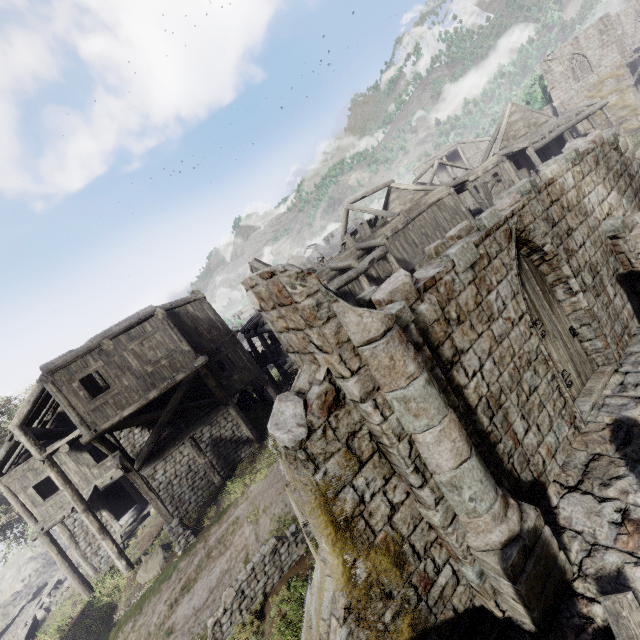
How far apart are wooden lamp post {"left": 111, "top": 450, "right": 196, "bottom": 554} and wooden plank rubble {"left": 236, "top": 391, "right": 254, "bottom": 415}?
11.91m

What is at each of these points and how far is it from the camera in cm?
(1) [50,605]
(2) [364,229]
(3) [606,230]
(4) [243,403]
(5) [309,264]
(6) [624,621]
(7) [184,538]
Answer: (1) rubble, 1866
(2) broken furniture, 2044
(3) building, 824
(4) wooden plank rubble, 2630
(5) broken furniture, 2227
(6) wooden plank rubble, 375
(7) wooden lamp post, 1280

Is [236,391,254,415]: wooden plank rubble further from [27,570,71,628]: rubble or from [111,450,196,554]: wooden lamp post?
[27,570,71,628]: rubble

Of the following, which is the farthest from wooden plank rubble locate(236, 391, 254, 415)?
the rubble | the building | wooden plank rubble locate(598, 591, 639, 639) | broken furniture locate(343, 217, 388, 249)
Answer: wooden plank rubble locate(598, 591, 639, 639)

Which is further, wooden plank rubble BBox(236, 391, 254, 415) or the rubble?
wooden plank rubble BBox(236, 391, 254, 415)

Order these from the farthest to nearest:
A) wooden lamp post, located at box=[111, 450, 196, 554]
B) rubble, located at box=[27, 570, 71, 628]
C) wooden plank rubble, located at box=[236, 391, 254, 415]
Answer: wooden plank rubble, located at box=[236, 391, 254, 415], rubble, located at box=[27, 570, 71, 628], wooden lamp post, located at box=[111, 450, 196, 554]

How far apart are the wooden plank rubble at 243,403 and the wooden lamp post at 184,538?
11.9m

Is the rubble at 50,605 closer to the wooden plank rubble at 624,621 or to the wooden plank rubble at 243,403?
the wooden plank rubble at 243,403
